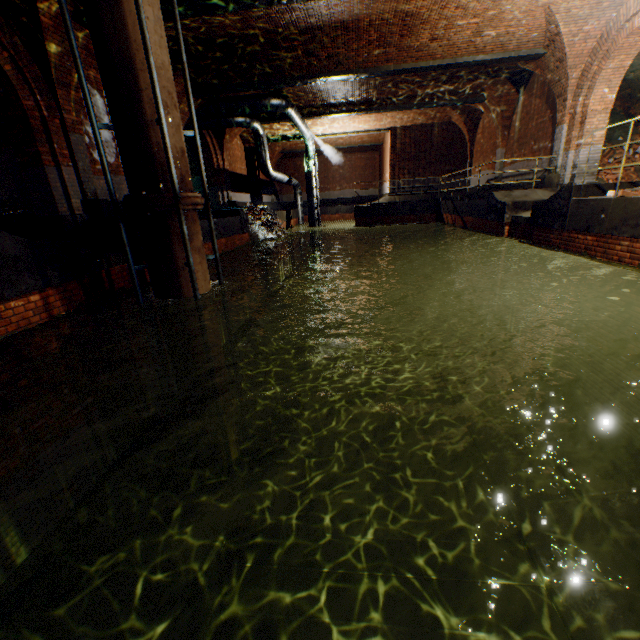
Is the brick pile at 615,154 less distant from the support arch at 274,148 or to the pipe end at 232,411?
the pipe end at 232,411

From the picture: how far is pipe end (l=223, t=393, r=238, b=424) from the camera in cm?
669

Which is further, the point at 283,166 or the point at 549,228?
the point at 283,166

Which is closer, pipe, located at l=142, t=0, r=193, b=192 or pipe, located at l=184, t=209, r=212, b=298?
pipe, located at l=142, t=0, r=193, b=192

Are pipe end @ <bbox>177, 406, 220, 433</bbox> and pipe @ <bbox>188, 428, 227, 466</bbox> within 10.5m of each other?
yes

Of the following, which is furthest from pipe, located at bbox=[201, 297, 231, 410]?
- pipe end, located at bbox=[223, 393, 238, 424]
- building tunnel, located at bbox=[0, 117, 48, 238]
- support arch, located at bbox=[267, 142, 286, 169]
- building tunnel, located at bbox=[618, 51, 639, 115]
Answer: support arch, located at bbox=[267, 142, 286, 169]

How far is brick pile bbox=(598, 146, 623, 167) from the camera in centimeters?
1234cm

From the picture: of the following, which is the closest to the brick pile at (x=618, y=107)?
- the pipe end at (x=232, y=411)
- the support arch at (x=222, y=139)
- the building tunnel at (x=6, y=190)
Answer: the support arch at (x=222, y=139)
